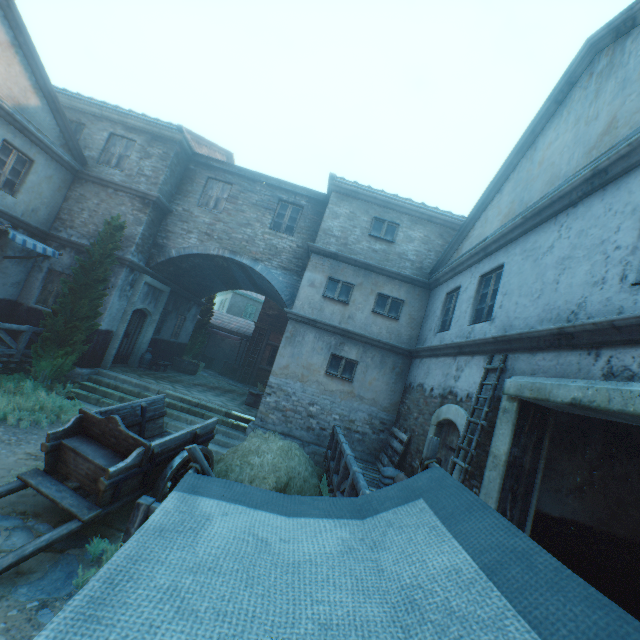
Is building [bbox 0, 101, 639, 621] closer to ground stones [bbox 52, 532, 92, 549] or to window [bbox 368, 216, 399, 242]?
window [bbox 368, 216, 399, 242]

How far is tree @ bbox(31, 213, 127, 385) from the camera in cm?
973

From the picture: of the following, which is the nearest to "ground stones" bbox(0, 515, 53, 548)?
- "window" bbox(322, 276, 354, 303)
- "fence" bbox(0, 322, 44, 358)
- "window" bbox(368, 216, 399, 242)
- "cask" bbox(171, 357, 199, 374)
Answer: "fence" bbox(0, 322, 44, 358)

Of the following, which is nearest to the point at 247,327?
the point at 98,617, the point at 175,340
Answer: the point at 175,340

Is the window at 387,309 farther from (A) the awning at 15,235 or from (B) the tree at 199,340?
(B) the tree at 199,340

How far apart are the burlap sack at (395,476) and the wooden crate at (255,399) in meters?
6.2 m

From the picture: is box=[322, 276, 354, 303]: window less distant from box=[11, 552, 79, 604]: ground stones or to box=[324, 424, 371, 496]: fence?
box=[324, 424, 371, 496]: fence

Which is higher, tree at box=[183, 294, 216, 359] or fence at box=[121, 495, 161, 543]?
tree at box=[183, 294, 216, 359]
